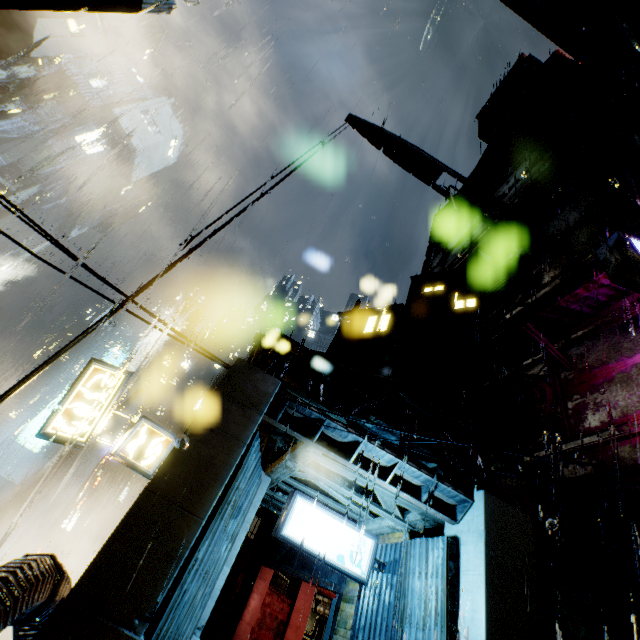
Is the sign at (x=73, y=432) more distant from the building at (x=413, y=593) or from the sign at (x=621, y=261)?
the sign at (x=621, y=261)

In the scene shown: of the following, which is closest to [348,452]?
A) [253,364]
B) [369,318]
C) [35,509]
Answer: [253,364]

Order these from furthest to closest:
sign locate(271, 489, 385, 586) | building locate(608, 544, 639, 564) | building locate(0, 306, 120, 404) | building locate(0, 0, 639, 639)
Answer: building locate(608, 544, 639, 564)
sign locate(271, 489, 385, 586)
building locate(0, 306, 120, 404)
building locate(0, 0, 639, 639)

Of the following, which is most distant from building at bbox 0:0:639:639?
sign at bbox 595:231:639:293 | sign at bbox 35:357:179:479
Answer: sign at bbox 35:357:179:479

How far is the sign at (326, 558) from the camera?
8.0m

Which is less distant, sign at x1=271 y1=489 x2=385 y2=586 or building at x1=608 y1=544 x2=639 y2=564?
sign at x1=271 y1=489 x2=385 y2=586

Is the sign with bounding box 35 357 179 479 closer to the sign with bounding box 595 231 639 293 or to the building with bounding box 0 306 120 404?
the building with bounding box 0 306 120 404
